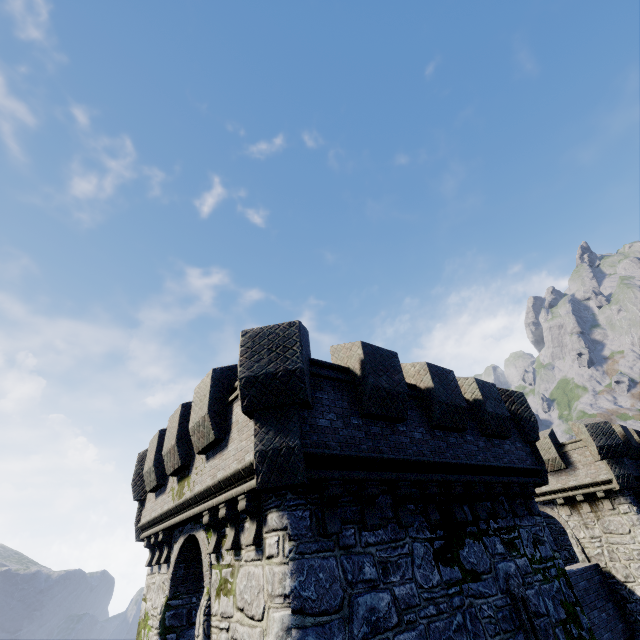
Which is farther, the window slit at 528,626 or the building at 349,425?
the window slit at 528,626

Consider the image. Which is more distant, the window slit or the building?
the window slit

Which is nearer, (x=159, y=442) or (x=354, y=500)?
(x=354, y=500)
